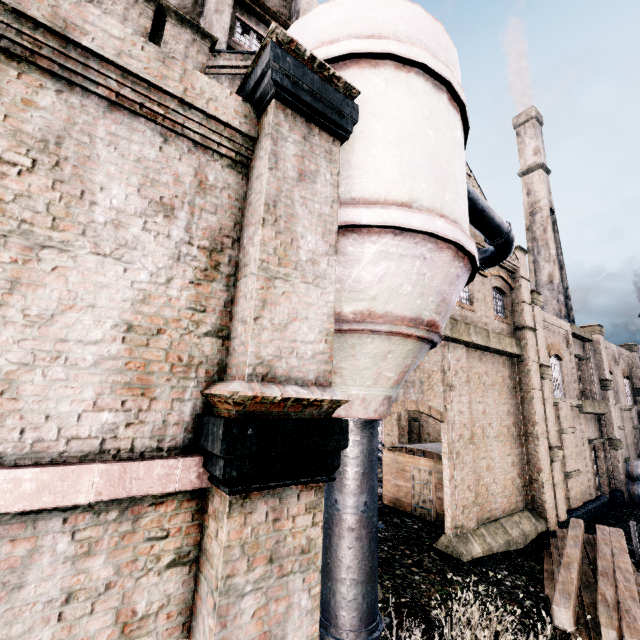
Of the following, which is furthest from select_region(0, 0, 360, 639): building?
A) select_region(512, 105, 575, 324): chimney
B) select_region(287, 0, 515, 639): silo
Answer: select_region(512, 105, 575, 324): chimney

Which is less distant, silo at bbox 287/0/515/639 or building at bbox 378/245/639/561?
silo at bbox 287/0/515/639

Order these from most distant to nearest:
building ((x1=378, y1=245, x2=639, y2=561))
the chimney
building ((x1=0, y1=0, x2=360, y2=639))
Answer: the chimney < building ((x1=378, y1=245, x2=639, y2=561)) < building ((x1=0, y1=0, x2=360, y2=639))

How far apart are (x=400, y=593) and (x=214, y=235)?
11.4 meters

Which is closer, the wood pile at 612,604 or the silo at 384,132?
the silo at 384,132

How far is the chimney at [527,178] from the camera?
35.59m

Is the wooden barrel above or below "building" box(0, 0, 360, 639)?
below

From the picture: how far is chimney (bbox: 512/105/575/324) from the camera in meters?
35.6 m
